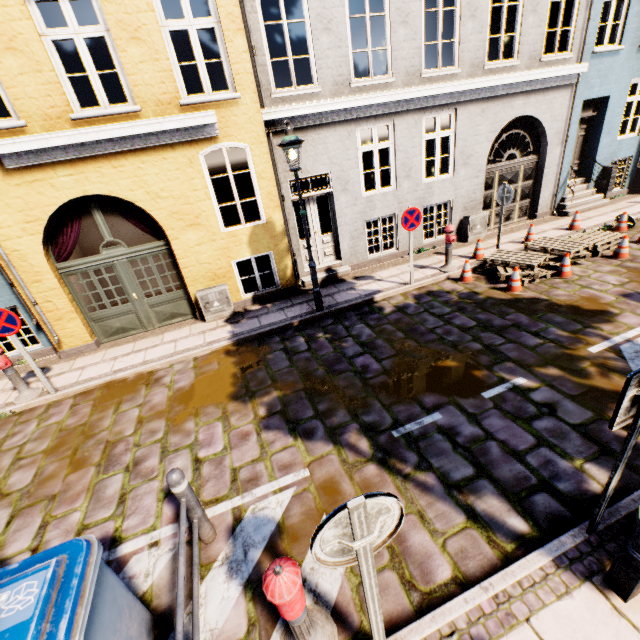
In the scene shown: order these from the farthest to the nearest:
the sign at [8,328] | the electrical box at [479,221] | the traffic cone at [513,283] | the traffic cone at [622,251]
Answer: the electrical box at [479,221] → the traffic cone at [622,251] → the traffic cone at [513,283] → the sign at [8,328]

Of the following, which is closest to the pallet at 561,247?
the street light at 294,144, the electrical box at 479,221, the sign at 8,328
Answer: the electrical box at 479,221

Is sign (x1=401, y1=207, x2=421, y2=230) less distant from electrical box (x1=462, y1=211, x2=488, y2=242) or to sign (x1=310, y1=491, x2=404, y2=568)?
electrical box (x1=462, y1=211, x2=488, y2=242)

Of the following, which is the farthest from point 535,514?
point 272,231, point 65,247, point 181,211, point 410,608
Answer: point 65,247

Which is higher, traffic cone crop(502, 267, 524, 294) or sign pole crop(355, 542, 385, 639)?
sign pole crop(355, 542, 385, 639)

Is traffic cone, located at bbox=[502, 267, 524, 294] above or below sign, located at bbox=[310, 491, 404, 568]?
below

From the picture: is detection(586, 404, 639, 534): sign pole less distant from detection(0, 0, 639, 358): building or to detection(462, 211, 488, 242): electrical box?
detection(0, 0, 639, 358): building

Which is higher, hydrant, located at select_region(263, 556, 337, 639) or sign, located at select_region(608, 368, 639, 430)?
sign, located at select_region(608, 368, 639, 430)
